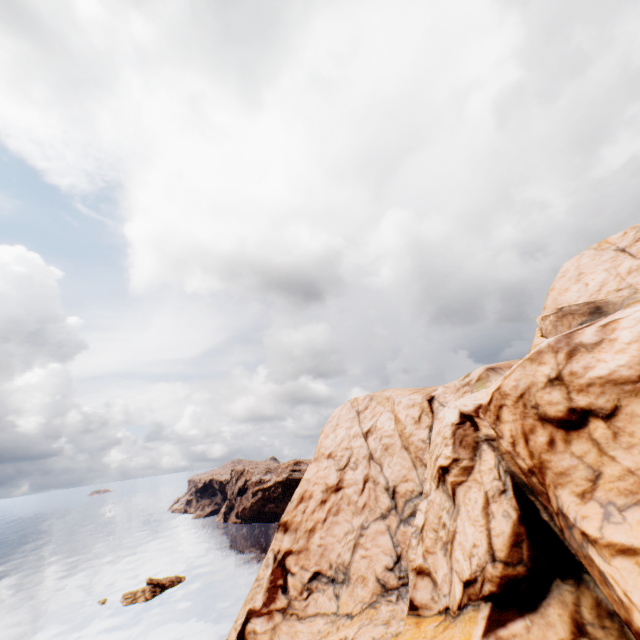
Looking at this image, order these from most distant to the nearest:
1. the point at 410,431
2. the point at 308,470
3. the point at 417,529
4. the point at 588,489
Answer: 1. the point at 308,470
2. the point at 410,431
3. the point at 417,529
4. the point at 588,489

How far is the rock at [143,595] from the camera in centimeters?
5328cm

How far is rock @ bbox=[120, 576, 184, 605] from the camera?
53.3m

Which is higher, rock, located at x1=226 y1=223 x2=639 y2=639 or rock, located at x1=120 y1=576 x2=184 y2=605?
rock, located at x1=226 y1=223 x2=639 y2=639

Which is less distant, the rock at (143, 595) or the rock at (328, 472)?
the rock at (328, 472)

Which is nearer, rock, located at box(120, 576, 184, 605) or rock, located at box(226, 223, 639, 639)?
rock, located at box(226, 223, 639, 639)
